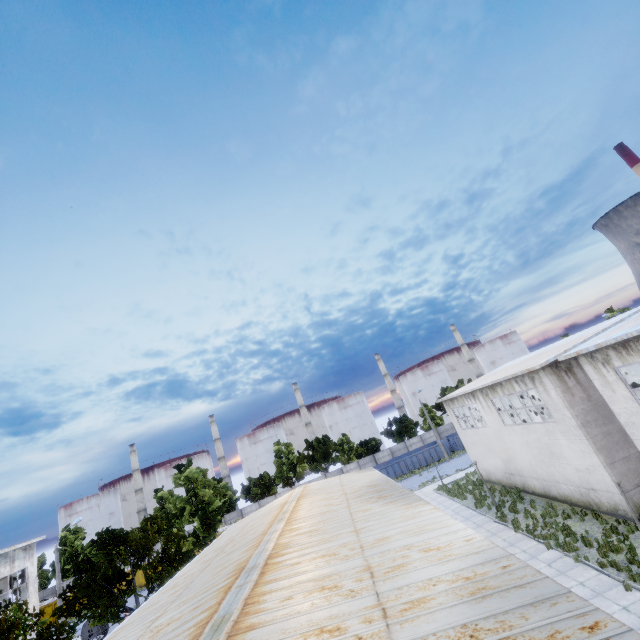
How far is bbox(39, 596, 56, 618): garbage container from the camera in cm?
4150

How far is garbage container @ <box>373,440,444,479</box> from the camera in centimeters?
4672cm

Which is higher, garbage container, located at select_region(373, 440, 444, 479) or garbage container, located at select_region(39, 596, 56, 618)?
garbage container, located at select_region(39, 596, 56, 618)

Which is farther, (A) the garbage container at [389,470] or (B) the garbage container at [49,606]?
(A) the garbage container at [389,470]

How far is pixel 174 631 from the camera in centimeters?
831cm

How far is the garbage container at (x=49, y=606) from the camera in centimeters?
4150cm

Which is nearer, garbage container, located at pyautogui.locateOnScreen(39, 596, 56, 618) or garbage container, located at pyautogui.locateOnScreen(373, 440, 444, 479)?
garbage container, located at pyautogui.locateOnScreen(39, 596, 56, 618)
